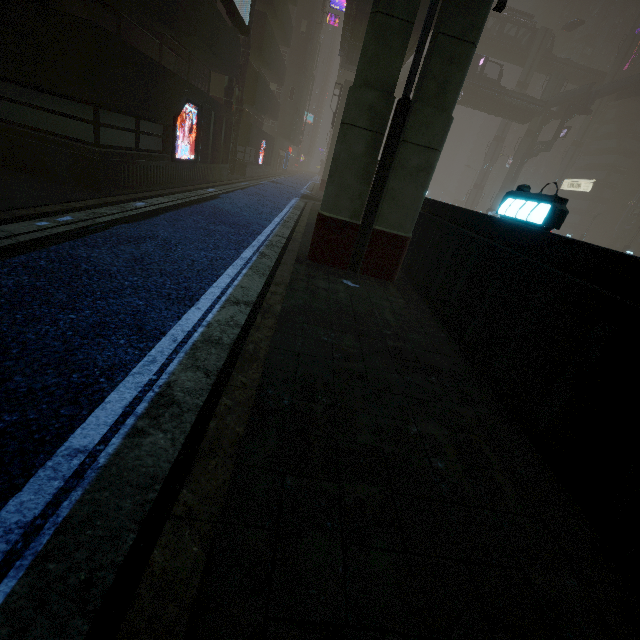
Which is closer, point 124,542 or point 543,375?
point 124,542

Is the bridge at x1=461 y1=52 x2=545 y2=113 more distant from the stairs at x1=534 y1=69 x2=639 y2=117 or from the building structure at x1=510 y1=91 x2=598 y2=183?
the building structure at x1=510 y1=91 x2=598 y2=183

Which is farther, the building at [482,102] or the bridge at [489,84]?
the building at [482,102]

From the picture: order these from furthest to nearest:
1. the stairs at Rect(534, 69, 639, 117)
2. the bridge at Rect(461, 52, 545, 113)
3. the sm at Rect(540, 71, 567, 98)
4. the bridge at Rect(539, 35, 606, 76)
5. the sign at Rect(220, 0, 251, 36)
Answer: the bridge at Rect(539, 35, 606, 76)
the sm at Rect(540, 71, 567, 98)
the stairs at Rect(534, 69, 639, 117)
the bridge at Rect(461, 52, 545, 113)
the sign at Rect(220, 0, 251, 36)

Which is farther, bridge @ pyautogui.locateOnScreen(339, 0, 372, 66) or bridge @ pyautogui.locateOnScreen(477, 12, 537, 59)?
bridge @ pyautogui.locateOnScreen(477, 12, 537, 59)

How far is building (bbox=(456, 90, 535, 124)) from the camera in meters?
47.6 m

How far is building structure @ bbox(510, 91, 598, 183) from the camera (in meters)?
46.81

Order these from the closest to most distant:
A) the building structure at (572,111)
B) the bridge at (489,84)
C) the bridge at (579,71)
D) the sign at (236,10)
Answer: the sign at (236,10) → the bridge at (489,84) → the building structure at (572,111) → the bridge at (579,71)
